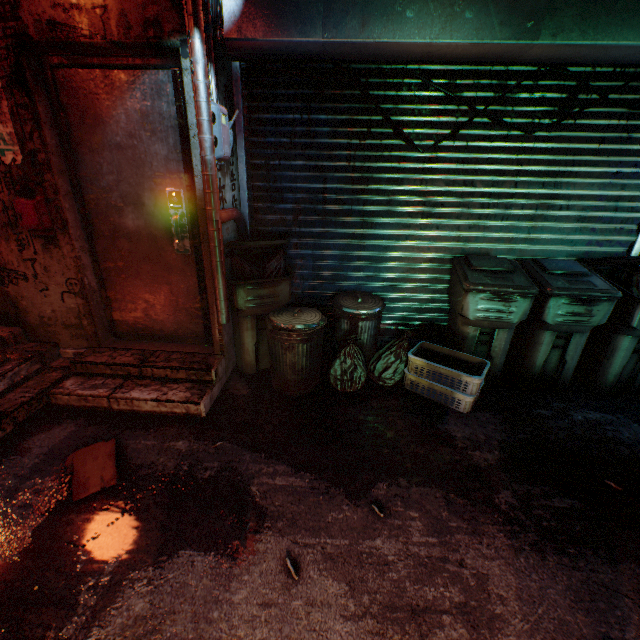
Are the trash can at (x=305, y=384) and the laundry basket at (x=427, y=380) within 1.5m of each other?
yes

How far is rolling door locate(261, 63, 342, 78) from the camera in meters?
2.5

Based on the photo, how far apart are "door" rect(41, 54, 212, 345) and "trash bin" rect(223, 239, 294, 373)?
0.1m

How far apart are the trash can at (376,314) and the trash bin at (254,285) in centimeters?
41cm

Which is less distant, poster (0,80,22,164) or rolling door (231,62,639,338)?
poster (0,80,22,164)

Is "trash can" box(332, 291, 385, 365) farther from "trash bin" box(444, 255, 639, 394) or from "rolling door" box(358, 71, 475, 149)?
"trash bin" box(444, 255, 639, 394)

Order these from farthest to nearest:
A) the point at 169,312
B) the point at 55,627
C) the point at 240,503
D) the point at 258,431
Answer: the point at 169,312, the point at 258,431, the point at 240,503, the point at 55,627

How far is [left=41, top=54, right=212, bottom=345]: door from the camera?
2.13m
